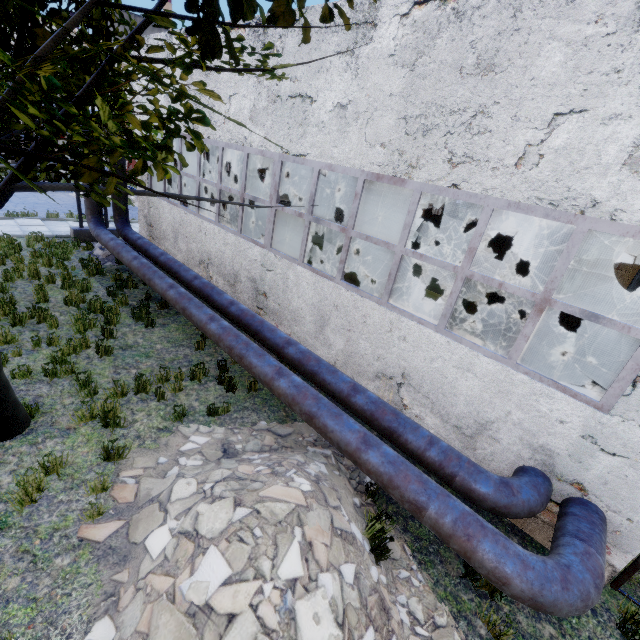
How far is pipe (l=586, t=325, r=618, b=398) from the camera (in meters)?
8.68

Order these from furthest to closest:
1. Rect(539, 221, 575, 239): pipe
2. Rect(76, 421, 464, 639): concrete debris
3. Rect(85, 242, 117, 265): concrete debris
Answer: Rect(539, 221, 575, 239): pipe < Rect(85, 242, 117, 265): concrete debris < Rect(76, 421, 464, 639): concrete debris

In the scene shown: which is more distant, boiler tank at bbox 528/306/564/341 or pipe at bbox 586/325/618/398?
boiler tank at bbox 528/306/564/341

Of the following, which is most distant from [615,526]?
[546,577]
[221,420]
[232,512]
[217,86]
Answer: [217,86]

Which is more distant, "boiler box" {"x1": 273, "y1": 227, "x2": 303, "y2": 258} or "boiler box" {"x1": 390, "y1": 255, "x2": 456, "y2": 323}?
"boiler box" {"x1": 273, "y1": 227, "x2": 303, "y2": 258}

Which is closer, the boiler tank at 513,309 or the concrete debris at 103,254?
the concrete debris at 103,254

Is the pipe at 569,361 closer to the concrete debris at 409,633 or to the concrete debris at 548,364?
the concrete debris at 548,364

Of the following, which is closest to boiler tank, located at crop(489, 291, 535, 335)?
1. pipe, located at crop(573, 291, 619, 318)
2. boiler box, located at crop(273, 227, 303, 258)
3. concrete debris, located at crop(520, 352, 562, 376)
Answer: concrete debris, located at crop(520, 352, 562, 376)
